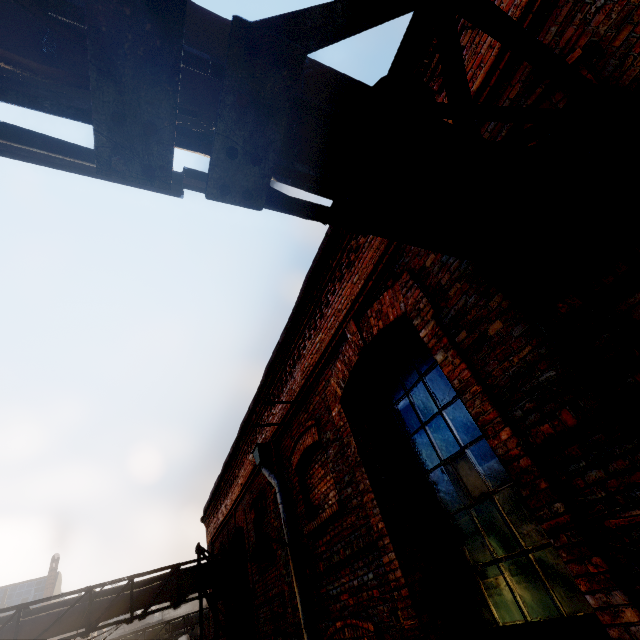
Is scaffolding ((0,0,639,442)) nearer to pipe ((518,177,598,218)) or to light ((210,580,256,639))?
pipe ((518,177,598,218))

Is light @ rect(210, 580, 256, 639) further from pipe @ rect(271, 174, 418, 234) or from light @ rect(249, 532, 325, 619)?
light @ rect(249, 532, 325, 619)

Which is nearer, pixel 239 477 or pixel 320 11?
pixel 320 11

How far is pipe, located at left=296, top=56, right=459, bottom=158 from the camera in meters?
1.3 m

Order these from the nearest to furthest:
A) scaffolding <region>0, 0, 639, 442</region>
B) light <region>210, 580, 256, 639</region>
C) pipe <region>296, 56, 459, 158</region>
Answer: scaffolding <region>0, 0, 639, 442</region>
pipe <region>296, 56, 459, 158</region>
light <region>210, 580, 256, 639</region>

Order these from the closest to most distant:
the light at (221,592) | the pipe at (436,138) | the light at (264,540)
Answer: the pipe at (436,138) < the light at (264,540) < the light at (221,592)

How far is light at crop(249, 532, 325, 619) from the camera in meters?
4.8 m

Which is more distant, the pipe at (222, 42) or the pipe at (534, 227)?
the pipe at (534, 227)
